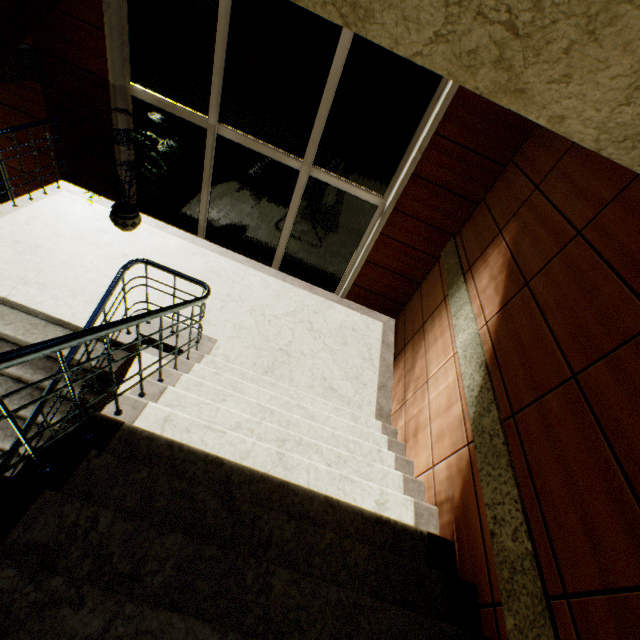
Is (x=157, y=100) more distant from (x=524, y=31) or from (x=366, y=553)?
(x=366, y=553)

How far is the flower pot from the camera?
4.66m

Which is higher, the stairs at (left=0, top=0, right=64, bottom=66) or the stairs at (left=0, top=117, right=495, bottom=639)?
the stairs at (left=0, top=0, right=64, bottom=66)

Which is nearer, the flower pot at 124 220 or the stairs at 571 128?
the stairs at 571 128

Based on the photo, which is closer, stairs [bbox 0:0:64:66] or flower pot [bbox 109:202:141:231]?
stairs [bbox 0:0:64:66]

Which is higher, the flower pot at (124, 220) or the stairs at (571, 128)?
the stairs at (571, 128)
